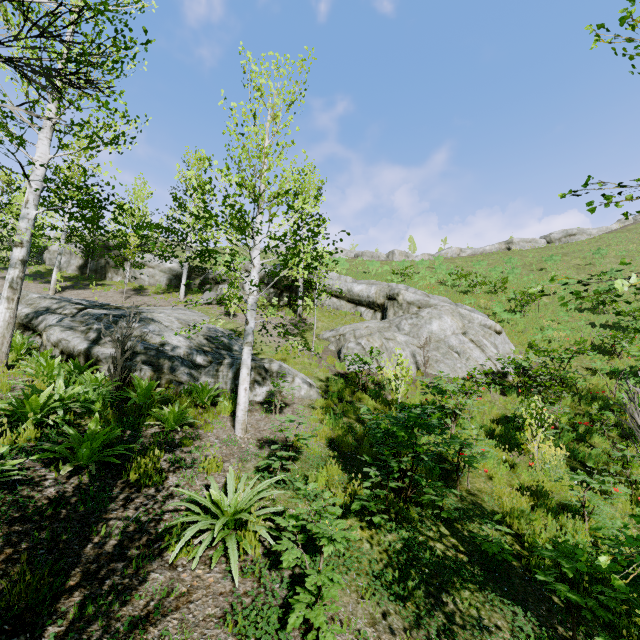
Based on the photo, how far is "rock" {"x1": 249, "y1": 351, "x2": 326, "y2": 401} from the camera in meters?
8.7

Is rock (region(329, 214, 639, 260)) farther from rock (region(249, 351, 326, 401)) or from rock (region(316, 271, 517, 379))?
rock (region(249, 351, 326, 401))

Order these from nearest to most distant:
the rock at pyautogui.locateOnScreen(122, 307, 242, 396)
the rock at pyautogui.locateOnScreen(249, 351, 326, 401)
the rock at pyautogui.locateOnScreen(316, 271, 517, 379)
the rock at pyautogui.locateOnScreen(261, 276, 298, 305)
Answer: the rock at pyautogui.locateOnScreen(122, 307, 242, 396) < the rock at pyautogui.locateOnScreen(249, 351, 326, 401) < the rock at pyautogui.locateOnScreen(316, 271, 517, 379) < the rock at pyautogui.locateOnScreen(261, 276, 298, 305)

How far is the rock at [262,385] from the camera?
8.7 meters

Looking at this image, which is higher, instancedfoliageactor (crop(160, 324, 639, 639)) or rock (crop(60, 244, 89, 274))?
rock (crop(60, 244, 89, 274))

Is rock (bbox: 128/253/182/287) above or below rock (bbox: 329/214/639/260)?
below

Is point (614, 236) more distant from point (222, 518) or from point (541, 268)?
point (222, 518)

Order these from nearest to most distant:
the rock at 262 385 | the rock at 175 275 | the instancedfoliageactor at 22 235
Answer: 1. the instancedfoliageactor at 22 235
2. the rock at 262 385
3. the rock at 175 275
